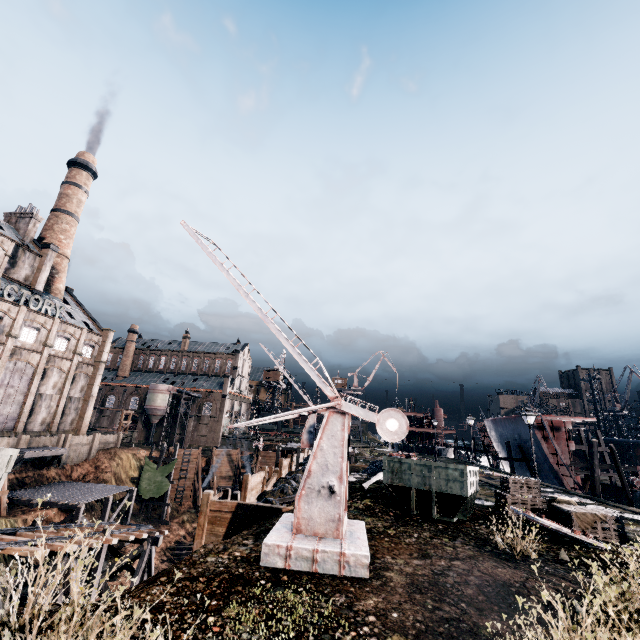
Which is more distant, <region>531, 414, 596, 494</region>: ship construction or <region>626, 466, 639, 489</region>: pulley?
<region>626, 466, 639, 489</region>: pulley

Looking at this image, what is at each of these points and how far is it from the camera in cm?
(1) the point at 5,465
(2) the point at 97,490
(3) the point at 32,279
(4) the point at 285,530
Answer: (1) rail car container, 1188
(2) wooden scaffolding, 3428
(3) building, 4275
(4) metal box, 980

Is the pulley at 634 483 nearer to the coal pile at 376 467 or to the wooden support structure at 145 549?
the coal pile at 376 467

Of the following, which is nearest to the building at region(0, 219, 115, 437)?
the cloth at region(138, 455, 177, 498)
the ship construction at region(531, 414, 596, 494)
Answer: the cloth at region(138, 455, 177, 498)

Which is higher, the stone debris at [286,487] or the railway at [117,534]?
the stone debris at [286,487]

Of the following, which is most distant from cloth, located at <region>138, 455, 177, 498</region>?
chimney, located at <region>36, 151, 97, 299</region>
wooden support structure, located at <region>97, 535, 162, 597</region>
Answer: chimney, located at <region>36, 151, 97, 299</region>

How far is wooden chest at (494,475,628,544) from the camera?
13.68m

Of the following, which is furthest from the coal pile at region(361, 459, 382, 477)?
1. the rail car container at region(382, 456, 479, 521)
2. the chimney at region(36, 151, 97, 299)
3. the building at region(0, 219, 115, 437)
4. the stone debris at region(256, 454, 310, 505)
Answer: the chimney at region(36, 151, 97, 299)
